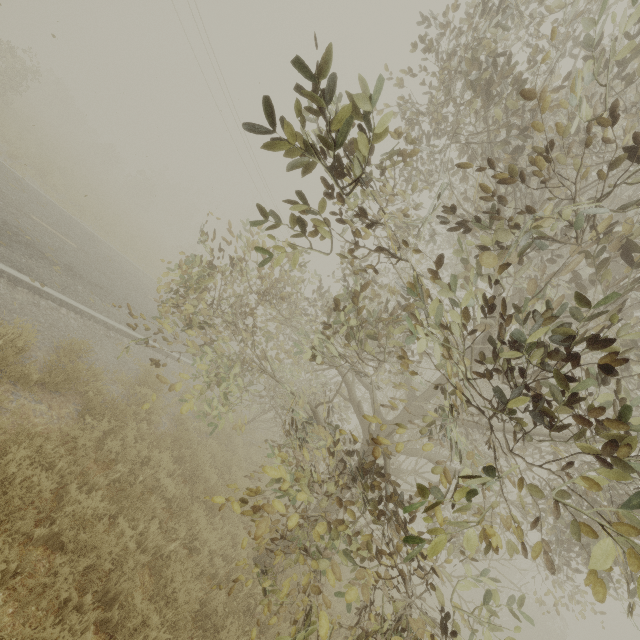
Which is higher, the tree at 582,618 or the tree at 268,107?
the tree at 582,618

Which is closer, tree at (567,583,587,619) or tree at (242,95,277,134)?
tree at (242,95,277,134)

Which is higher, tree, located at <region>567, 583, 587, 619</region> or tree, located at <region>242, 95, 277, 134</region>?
tree, located at <region>567, 583, 587, 619</region>

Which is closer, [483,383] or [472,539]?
[472,539]

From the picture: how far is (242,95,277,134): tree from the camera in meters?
→ 1.6 m

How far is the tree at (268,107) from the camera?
1.64m
